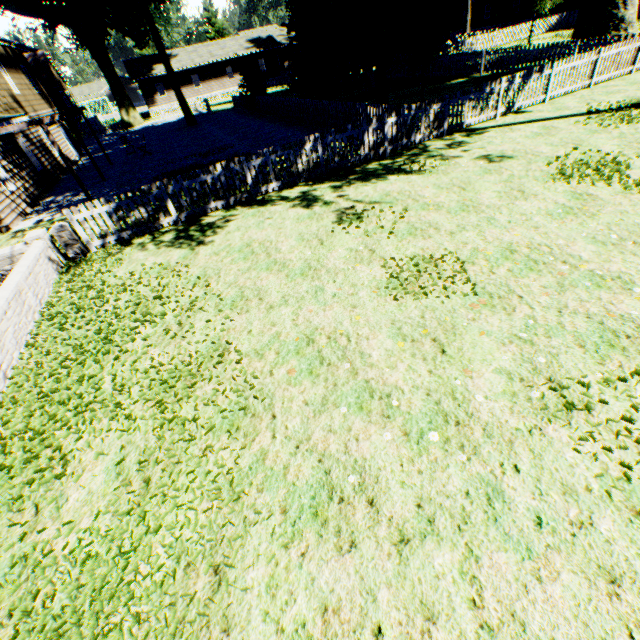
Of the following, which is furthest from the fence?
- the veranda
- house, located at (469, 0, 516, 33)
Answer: the veranda

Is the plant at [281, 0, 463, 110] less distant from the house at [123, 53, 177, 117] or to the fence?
the fence

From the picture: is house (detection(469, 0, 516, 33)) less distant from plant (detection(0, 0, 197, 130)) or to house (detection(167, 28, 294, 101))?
plant (detection(0, 0, 197, 130))

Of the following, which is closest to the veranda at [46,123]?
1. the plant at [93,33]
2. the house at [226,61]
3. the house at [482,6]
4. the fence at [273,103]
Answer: the fence at [273,103]

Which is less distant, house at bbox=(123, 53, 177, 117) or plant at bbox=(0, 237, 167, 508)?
plant at bbox=(0, 237, 167, 508)

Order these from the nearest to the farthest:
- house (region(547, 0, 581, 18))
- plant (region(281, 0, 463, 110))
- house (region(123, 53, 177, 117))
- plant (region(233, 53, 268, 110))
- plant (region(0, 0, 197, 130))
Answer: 1. plant (region(281, 0, 463, 110))
2. plant (region(233, 53, 268, 110))
3. plant (region(0, 0, 197, 130))
4. house (region(547, 0, 581, 18))
5. house (region(123, 53, 177, 117))

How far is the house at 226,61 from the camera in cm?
4459

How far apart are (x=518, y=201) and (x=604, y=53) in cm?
1217
